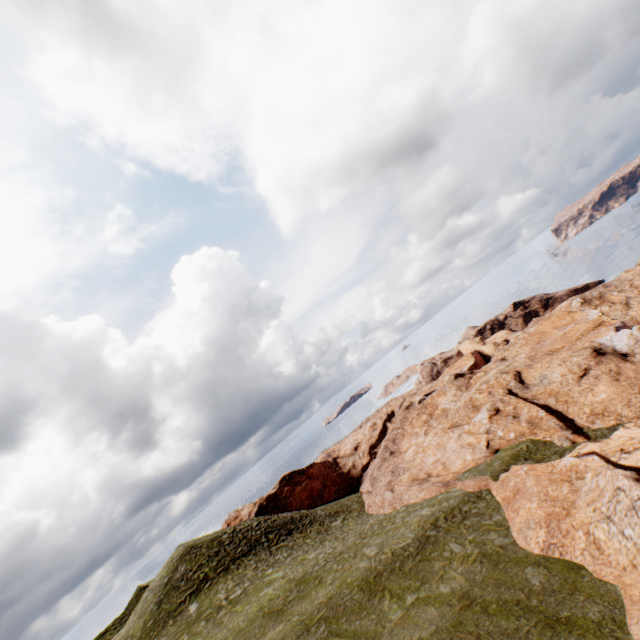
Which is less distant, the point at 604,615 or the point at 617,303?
the point at 604,615
